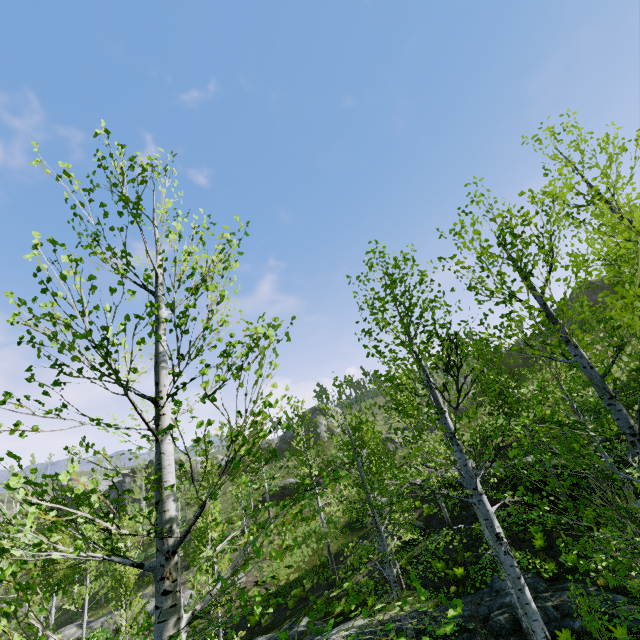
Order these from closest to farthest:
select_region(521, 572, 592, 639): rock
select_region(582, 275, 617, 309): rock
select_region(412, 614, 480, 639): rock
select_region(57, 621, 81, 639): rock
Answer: select_region(521, 572, 592, 639): rock < select_region(412, 614, 480, 639): rock < select_region(57, 621, 81, 639): rock < select_region(582, 275, 617, 309): rock

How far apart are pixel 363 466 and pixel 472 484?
13.7m

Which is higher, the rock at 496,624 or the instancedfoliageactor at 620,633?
the rock at 496,624

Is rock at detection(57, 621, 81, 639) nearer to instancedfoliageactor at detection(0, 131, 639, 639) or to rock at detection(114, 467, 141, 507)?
instancedfoliageactor at detection(0, 131, 639, 639)

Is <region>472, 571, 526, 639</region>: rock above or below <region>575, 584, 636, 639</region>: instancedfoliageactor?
above

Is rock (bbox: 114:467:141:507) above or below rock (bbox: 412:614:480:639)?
above

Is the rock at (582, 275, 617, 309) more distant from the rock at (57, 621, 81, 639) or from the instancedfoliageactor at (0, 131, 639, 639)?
the instancedfoliageactor at (0, 131, 639, 639)

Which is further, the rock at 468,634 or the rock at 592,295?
the rock at 592,295
